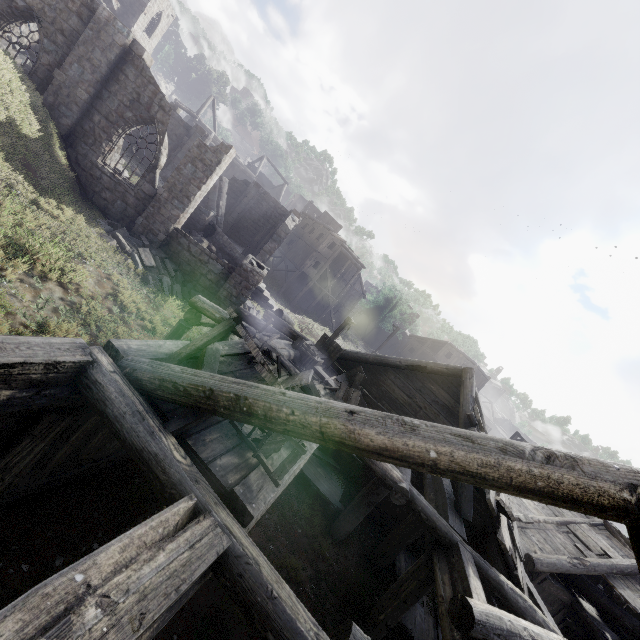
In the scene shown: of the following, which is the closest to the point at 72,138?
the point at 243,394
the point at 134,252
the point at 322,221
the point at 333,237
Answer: the point at 134,252

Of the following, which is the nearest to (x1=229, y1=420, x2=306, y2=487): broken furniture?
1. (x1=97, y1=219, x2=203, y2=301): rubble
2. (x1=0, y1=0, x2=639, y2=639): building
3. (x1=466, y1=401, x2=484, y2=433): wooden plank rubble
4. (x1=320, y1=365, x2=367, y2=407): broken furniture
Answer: (x1=0, y1=0, x2=639, y2=639): building

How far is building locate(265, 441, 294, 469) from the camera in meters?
4.4 m

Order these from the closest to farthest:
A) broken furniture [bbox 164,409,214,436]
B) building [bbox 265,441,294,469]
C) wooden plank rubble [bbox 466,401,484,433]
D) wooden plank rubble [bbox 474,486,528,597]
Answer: broken furniture [bbox 164,409,214,436], building [bbox 265,441,294,469], wooden plank rubble [bbox 474,486,528,597], wooden plank rubble [bbox 466,401,484,433]

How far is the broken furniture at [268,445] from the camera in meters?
3.9

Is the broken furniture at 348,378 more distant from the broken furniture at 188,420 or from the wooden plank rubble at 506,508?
the wooden plank rubble at 506,508

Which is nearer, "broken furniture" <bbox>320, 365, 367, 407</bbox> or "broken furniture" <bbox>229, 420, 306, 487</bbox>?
"broken furniture" <bbox>229, 420, 306, 487</bbox>

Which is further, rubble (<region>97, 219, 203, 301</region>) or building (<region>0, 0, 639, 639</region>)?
rubble (<region>97, 219, 203, 301</region>)
